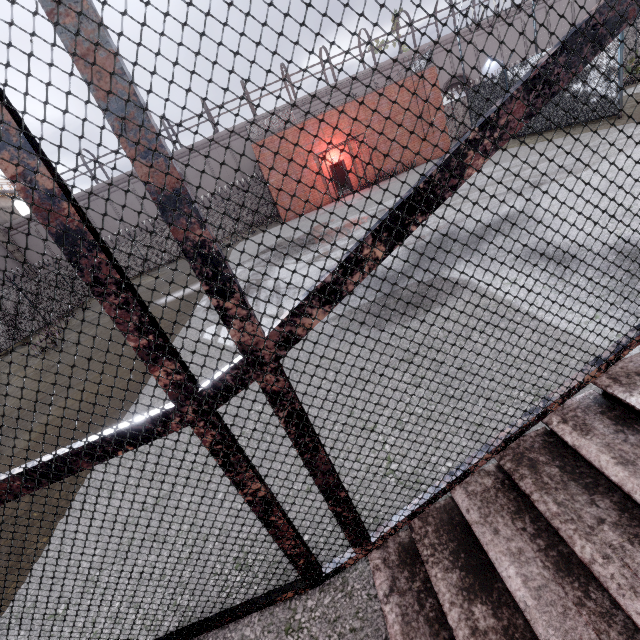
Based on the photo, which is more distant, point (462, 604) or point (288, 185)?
point (288, 185)
